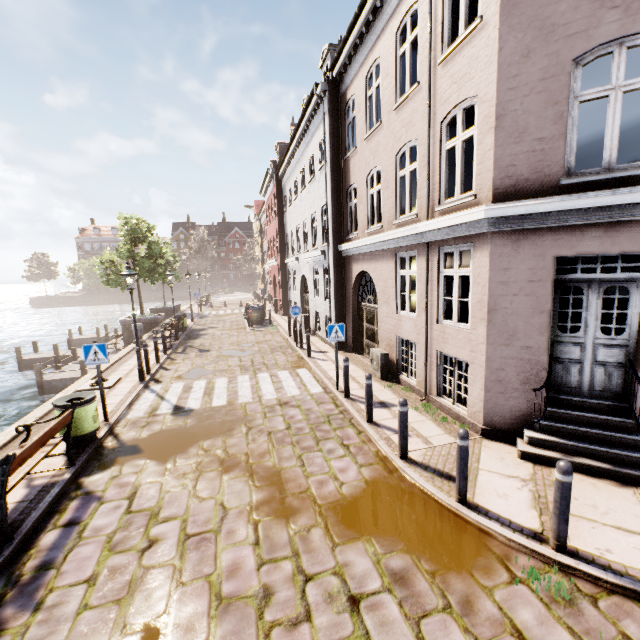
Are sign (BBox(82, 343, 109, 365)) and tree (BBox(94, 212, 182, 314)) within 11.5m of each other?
no

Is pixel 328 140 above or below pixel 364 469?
above

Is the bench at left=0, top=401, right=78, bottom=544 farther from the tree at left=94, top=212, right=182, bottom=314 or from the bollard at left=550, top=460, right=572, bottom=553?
the tree at left=94, top=212, right=182, bottom=314

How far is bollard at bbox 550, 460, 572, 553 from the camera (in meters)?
3.65

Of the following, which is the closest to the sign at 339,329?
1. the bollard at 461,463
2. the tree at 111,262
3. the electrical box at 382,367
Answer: the electrical box at 382,367

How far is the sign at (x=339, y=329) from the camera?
8.9m

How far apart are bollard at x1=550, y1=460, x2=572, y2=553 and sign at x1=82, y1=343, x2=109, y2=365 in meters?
8.6

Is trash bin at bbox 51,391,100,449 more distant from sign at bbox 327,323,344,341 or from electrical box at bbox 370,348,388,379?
electrical box at bbox 370,348,388,379
